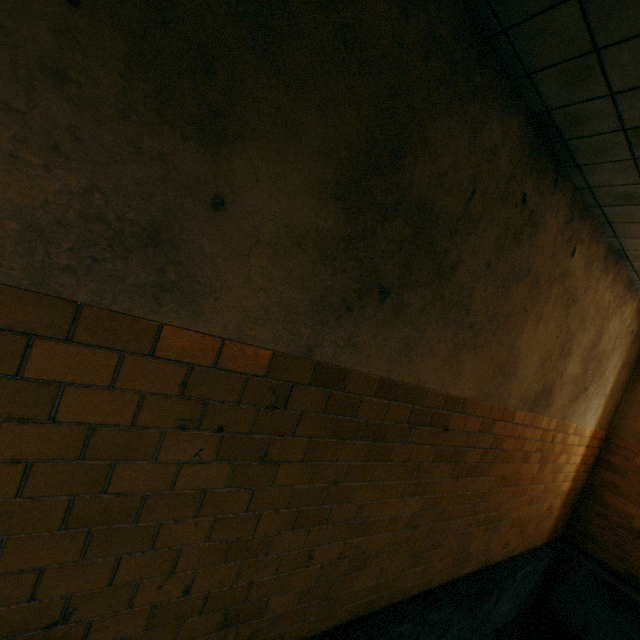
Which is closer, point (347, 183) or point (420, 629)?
point (347, 183)
